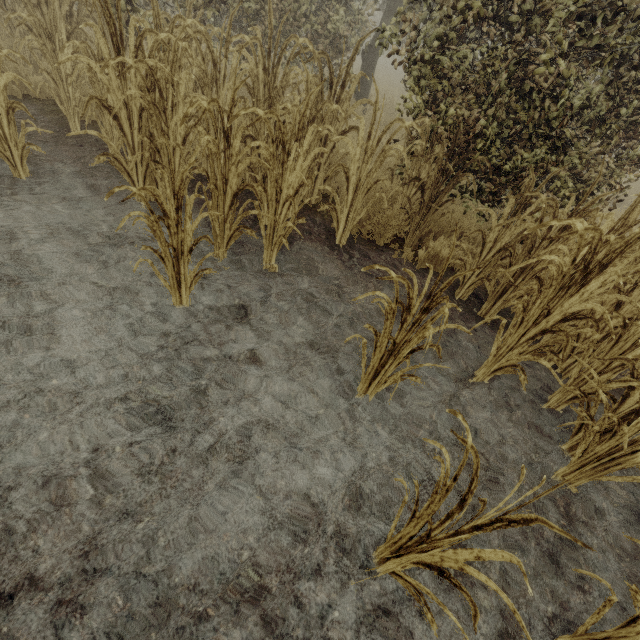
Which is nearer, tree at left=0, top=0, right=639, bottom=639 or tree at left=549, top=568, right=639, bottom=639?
tree at left=549, top=568, right=639, bottom=639

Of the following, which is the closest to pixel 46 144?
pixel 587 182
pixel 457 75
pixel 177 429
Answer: pixel 177 429

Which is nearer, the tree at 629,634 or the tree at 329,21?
the tree at 629,634
